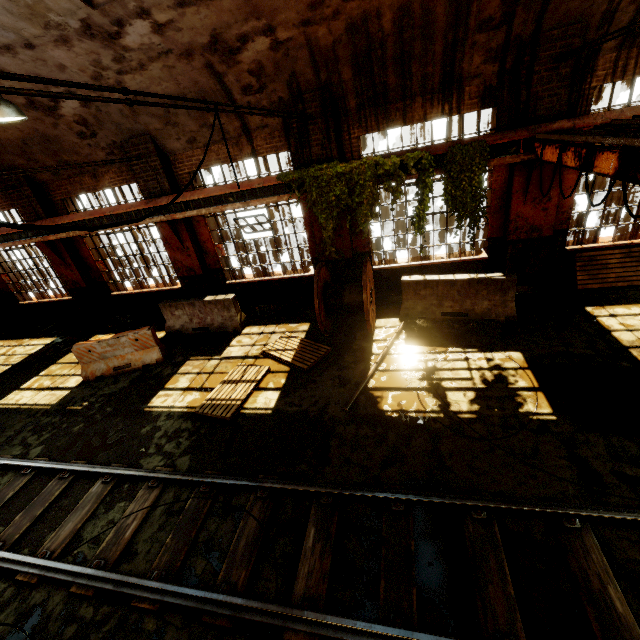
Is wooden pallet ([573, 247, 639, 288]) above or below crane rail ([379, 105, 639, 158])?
below

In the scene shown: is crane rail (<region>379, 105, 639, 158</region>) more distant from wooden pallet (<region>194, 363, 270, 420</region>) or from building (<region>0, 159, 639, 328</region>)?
wooden pallet (<region>194, 363, 270, 420</region>)

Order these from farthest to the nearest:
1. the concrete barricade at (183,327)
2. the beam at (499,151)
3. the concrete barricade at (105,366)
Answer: the concrete barricade at (183,327) < the concrete barricade at (105,366) < the beam at (499,151)

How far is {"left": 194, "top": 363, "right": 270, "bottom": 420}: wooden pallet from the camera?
6.7 meters

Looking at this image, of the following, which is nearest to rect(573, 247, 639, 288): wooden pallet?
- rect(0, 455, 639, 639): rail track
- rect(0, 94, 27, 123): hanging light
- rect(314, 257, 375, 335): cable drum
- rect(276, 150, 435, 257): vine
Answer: rect(276, 150, 435, 257): vine

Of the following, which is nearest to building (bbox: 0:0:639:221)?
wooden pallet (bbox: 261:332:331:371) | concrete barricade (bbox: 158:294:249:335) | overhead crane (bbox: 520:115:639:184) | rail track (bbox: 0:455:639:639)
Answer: overhead crane (bbox: 520:115:639:184)

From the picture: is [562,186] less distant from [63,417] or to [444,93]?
[444,93]

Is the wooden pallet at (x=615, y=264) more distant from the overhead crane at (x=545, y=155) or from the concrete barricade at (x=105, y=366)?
the concrete barricade at (x=105, y=366)
